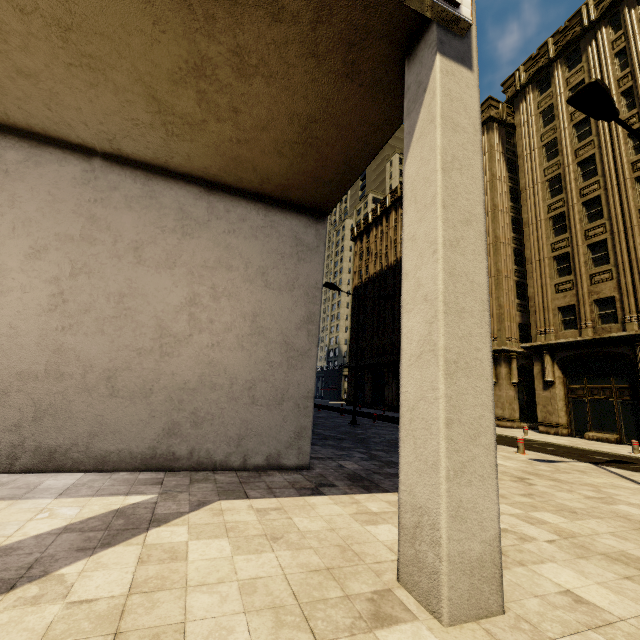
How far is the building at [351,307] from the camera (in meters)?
47.50

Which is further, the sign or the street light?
the street light

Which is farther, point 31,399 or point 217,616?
point 31,399

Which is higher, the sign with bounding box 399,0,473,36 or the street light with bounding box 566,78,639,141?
the street light with bounding box 566,78,639,141

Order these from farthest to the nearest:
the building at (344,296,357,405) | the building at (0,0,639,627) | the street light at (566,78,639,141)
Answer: the building at (344,296,357,405)
the street light at (566,78,639,141)
the building at (0,0,639,627)

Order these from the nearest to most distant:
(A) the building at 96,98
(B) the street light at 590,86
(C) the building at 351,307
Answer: (A) the building at 96,98 → (B) the street light at 590,86 → (C) the building at 351,307

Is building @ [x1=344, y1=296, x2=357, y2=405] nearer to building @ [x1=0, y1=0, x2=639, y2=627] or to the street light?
building @ [x1=0, y1=0, x2=639, y2=627]

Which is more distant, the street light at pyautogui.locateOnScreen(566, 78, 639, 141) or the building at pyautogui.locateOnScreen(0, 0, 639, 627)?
the street light at pyautogui.locateOnScreen(566, 78, 639, 141)
